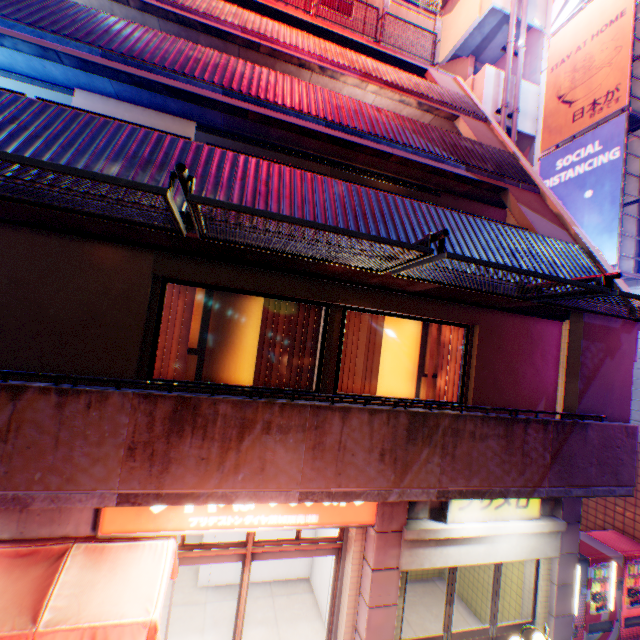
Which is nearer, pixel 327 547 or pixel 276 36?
pixel 327 547

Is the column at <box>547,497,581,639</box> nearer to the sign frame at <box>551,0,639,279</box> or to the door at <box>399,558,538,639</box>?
the door at <box>399,558,538,639</box>

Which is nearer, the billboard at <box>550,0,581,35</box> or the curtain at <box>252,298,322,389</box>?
the curtain at <box>252,298,322,389</box>

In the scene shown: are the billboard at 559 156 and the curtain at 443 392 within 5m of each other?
no

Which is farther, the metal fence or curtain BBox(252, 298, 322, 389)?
curtain BBox(252, 298, 322, 389)

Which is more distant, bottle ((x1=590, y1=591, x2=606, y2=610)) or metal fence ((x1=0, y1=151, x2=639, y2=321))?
bottle ((x1=590, y1=591, x2=606, y2=610))

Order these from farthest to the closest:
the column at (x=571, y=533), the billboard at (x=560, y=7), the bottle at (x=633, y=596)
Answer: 1. the billboard at (x=560, y=7)
2. the bottle at (x=633, y=596)
3. the column at (x=571, y=533)

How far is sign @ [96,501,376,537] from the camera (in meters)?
4.31
